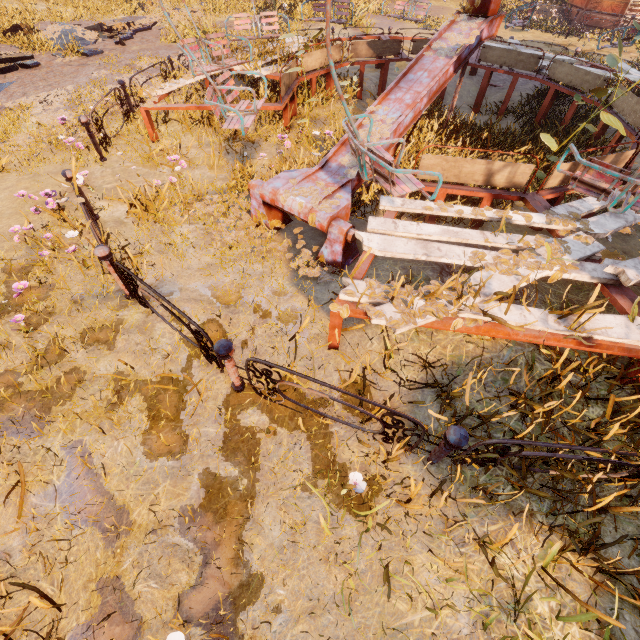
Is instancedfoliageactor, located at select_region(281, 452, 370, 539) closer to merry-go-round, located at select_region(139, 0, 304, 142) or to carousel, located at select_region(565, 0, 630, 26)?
merry-go-round, located at select_region(139, 0, 304, 142)

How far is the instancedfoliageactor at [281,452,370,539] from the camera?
2.4 meters

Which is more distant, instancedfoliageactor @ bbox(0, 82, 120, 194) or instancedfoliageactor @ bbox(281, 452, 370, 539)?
instancedfoliageactor @ bbox(0, 82, 120, 194)

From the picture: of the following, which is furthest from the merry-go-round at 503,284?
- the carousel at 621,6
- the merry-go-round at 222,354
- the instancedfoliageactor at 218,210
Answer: the carousel at 621,6

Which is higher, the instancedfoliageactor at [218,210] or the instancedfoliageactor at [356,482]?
the instancedfoliageactor at [356,482]

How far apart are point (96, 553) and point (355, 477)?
2.1m

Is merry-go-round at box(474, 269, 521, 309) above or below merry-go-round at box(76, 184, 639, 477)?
above

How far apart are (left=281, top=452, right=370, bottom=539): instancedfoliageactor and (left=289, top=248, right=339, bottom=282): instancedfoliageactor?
2.3 meters
